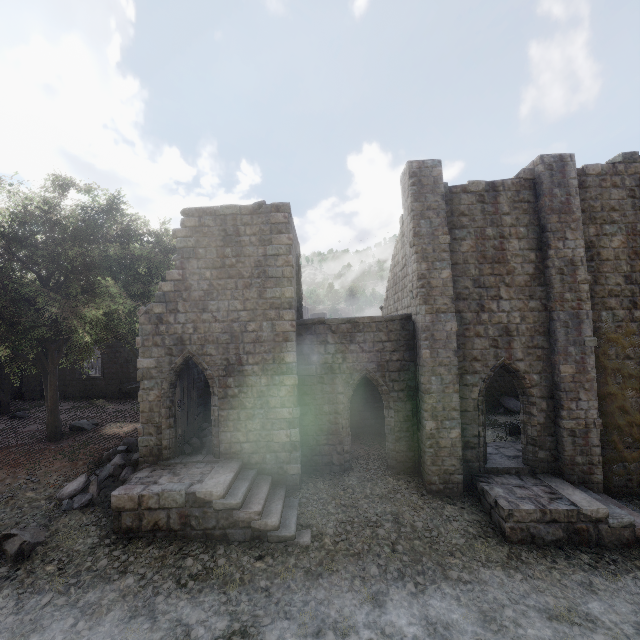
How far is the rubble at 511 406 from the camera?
20.2m

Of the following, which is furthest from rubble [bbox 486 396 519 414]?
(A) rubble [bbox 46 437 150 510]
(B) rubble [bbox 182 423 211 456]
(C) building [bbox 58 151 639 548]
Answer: (A) rubble [bbox 46 437 150 510]

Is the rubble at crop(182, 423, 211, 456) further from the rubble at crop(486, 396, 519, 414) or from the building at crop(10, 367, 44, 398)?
the rubble at crop(486, 396, 519, 414)

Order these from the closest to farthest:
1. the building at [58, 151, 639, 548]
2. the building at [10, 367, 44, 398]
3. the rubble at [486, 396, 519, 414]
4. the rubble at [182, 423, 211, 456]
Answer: the building at [58, 151, 639, 548]
the rubble at [182, 423, 211, 456]
the rubble at [486, 396, 519, 414]
the building at [10, 367, 44, 398]

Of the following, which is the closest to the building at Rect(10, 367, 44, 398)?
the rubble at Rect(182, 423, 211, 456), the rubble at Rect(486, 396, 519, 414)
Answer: the rubble at Rect(182, 423, 211, 456)

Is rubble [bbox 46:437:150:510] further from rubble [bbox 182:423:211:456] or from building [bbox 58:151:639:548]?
rubble [bbox 182:423:211:456]

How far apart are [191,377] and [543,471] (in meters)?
14.30

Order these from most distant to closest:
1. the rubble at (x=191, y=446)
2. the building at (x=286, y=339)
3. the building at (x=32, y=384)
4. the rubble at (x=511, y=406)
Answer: the building at (x=32, y=384) → the rubble at (x=511, y=406) → the rubble at (x=191, y=446) → the building at (x=286, y=339)
